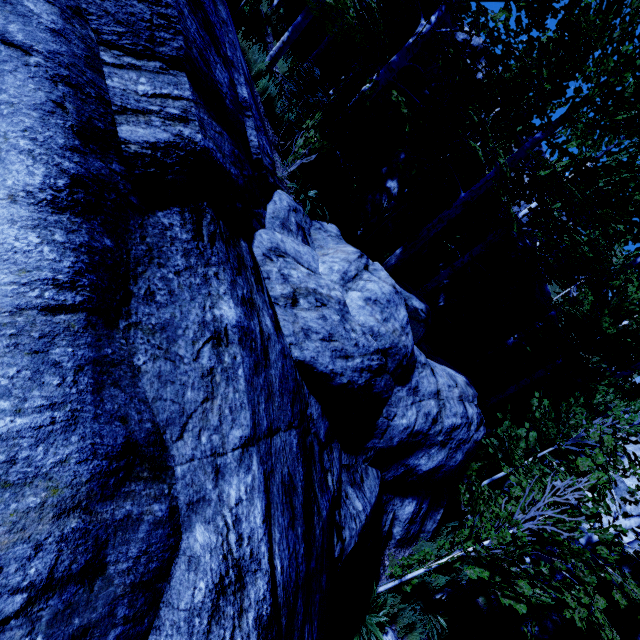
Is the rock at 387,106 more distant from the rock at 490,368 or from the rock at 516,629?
the rock at 516,629

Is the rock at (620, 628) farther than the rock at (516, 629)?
No

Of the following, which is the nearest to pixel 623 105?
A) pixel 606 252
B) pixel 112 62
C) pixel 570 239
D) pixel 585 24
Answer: pixel 585 24

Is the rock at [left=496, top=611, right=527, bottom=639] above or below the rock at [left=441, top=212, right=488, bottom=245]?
below

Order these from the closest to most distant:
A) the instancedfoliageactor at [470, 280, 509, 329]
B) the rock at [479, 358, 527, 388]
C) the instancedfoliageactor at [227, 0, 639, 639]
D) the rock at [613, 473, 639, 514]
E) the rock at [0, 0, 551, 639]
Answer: the rock at [0, 0, 551, 639], the instancedfoliageactor at [227, 0, 639, 639], the rock at [613, 473, 639, 514], the instancedfoliageactor at [470, 280, 509, 329], the rock at [479, 358, 527, 388]

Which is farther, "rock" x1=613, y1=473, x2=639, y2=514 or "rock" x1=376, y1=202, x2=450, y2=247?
"rock" x1=376, y1=202, x2=450, y2=247

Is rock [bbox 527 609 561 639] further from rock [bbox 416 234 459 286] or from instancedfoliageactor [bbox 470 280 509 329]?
rock [bbox 416 234 459 286]
